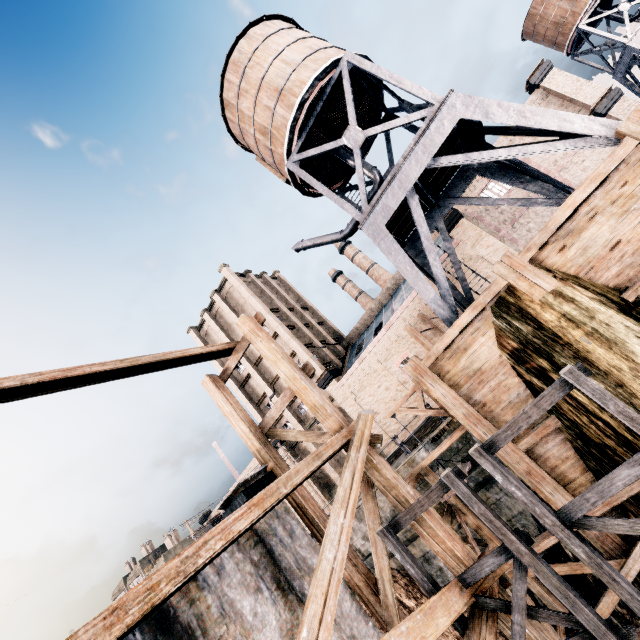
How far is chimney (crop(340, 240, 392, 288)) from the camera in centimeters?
5609cm

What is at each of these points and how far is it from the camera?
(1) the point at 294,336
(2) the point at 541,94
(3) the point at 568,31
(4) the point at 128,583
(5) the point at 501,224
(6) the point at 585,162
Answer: (1) building, 36.4m
(2) building, 30.8m
(3) water tower, 36.3m
(4) building, 53.1m
(5) building, 33.2m
(6) building, 29.5m

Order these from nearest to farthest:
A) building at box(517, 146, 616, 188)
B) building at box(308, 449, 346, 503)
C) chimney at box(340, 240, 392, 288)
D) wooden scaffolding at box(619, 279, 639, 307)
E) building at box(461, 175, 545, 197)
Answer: wooden scaffolding at box(619, 279, 639, 307), building at box(517, 146, 616, 188), building at box(461, 175, 545, 197), building at box(308, 449, 346, 503), chimney at box(340, 240, 392, 288)

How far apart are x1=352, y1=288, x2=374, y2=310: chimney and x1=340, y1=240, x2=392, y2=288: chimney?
2.62m

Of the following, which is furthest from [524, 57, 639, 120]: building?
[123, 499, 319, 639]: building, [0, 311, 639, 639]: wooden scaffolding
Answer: [123, 499, 319, 639]: building

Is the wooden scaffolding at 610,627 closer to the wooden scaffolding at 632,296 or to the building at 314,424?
the wooden scaffolding at 632,296

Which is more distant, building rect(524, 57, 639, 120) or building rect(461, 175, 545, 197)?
building rect(461, 175, 545, 197)

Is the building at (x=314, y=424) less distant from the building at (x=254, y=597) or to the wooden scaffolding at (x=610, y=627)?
the wooden scaffolding at (x=610, y=627)
